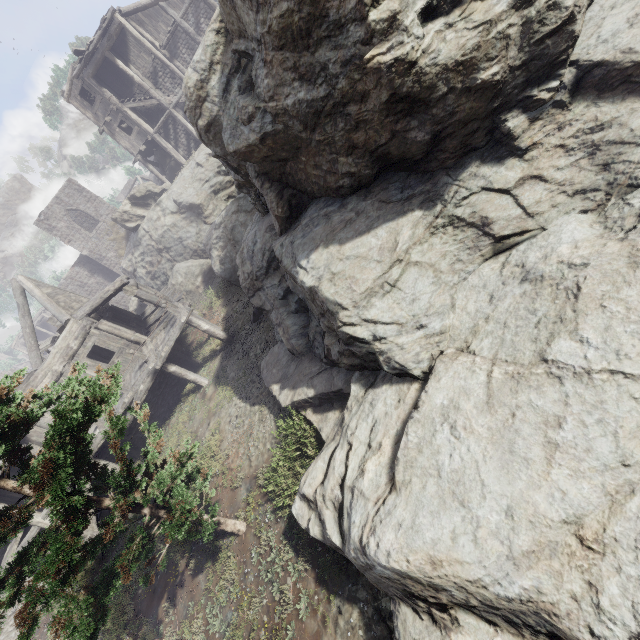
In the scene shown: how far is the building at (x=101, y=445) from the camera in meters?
12.7 m

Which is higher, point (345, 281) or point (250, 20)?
point (250, 20)

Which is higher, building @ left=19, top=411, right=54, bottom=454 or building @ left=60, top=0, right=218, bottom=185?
building @ left=60, top=0, right=218, bottom=185

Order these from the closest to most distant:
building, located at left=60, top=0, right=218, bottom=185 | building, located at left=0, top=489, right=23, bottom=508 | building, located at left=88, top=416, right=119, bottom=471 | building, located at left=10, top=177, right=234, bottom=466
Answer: building, located at left=0, top=489, right=23, bottom=508
building, located at left=88, top=416, right=119, bottom=471
building, located at left=10, top=177, right=234, bottom=466
building, located at left=60, top=0, right=218, bottom=185

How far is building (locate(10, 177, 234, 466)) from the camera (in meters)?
13.54

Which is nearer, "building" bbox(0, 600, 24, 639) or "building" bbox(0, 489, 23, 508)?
"building" bbox(0, 489, 23, 508)

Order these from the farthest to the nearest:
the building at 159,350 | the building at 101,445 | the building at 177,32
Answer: the building at 177,32
the building at 159,350
the building at 101,445
